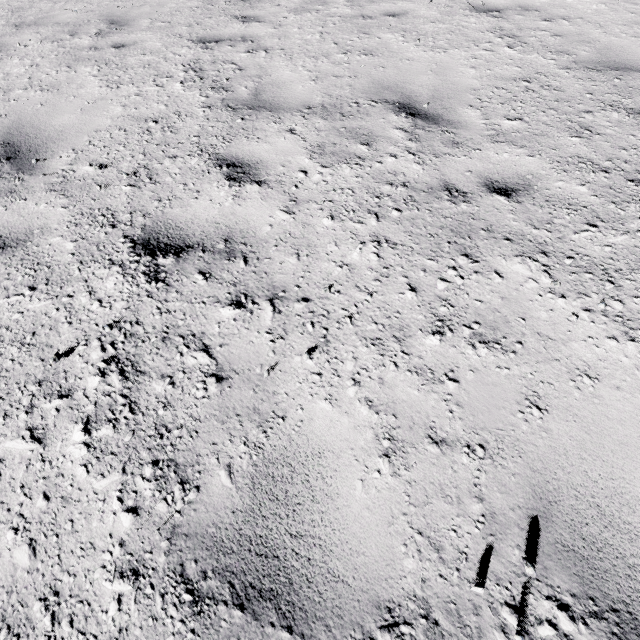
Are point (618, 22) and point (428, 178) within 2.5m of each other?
no
